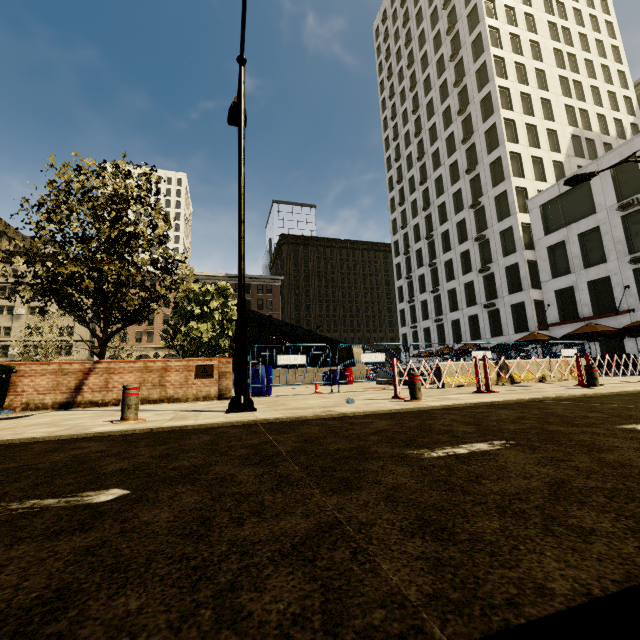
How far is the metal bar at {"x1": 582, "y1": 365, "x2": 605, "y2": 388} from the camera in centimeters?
772cm

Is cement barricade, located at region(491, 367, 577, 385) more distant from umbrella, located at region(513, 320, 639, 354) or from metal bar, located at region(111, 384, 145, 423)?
metal bar, located at region(111, 384, 145, 423)

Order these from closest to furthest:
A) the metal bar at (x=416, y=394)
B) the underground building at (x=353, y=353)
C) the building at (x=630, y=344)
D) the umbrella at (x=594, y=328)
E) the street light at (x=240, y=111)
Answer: the street light at (x=240, y=111) < the metal bar at (x=416, y=394) < the umbrella at (x=594, y=328) < the building at (x=630, y=344) < the underground building at (x=353, y=353)

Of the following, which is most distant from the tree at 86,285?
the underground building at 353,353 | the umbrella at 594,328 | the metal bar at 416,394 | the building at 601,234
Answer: the building at 601,234

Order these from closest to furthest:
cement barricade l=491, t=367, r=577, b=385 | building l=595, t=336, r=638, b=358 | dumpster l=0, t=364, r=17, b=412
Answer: dumpster l=0, t=364, r=17, b=412 → cement barricade l=491, t=367, r=577, b=385 → building l=595, t=336, r=638, b=358

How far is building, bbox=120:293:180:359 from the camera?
52.7m

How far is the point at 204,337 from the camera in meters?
15.4 m

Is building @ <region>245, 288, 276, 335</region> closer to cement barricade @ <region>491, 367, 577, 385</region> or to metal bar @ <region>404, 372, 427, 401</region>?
metal bar @ <region>404, 372, 427, 401</region>
